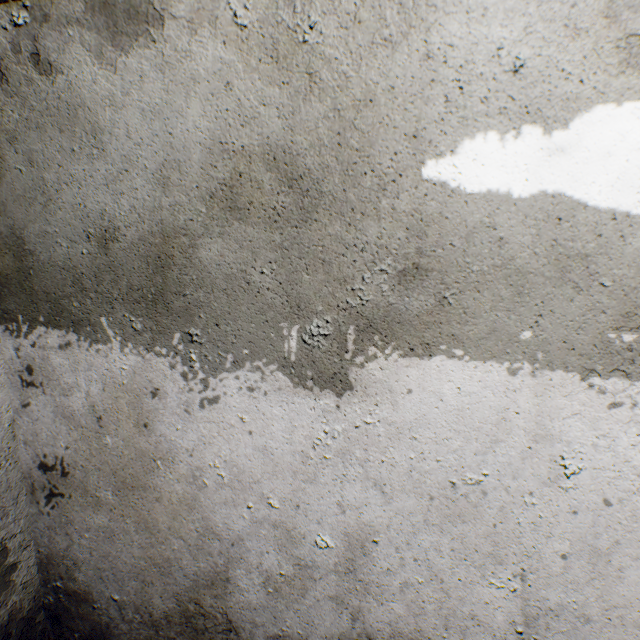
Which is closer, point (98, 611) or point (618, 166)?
point (618, 166)
